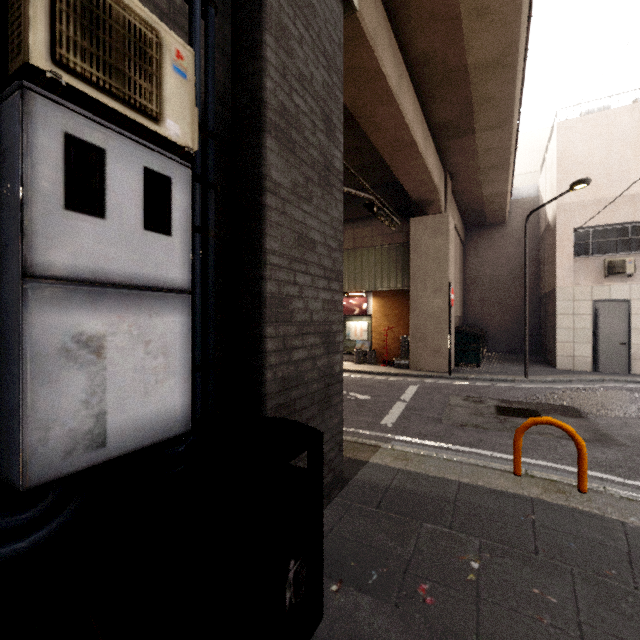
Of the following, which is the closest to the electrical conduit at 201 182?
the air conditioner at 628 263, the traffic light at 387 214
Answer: the traffic light at 387 214

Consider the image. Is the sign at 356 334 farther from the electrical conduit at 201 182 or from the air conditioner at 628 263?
the electrical conduit at 201 182

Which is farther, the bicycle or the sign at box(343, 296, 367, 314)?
the sign at box(343, 296, 367, 314)

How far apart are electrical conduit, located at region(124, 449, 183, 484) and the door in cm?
1359

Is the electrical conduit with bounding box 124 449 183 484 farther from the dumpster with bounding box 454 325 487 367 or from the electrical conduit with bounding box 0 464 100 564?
the dumpster with bounding box 454 325 487 367

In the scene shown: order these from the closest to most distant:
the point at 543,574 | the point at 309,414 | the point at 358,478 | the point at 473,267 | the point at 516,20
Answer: the point at 543,574, the point at 309,414, the point at 358,478, the point at 516,20, the point at 473,267

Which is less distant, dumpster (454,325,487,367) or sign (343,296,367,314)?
dumpster (454,325,487,367)

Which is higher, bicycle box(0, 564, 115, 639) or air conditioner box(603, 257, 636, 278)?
air conditioner box(603, 257, 636, 278)
